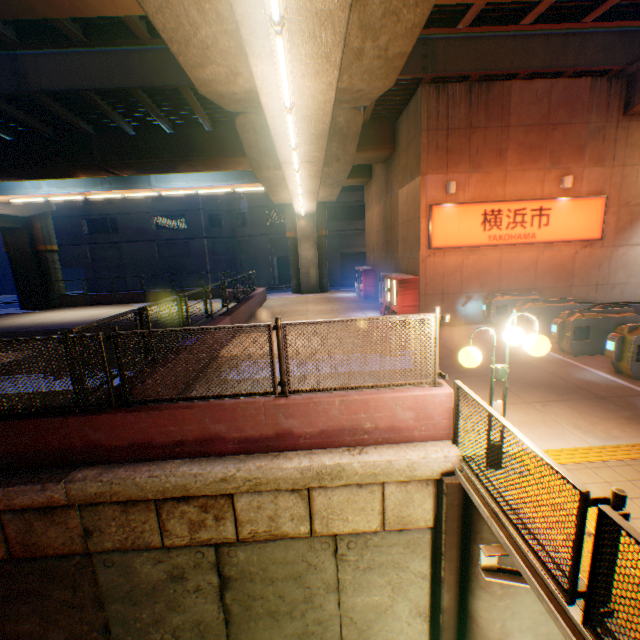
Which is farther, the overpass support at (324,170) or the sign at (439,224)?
the sign at (439,224)

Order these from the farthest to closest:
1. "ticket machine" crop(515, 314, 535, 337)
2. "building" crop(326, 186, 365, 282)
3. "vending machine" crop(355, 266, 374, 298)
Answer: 1. "building" crop(326, 186, 365, 282)
2. "vending machine" crop(355, 266, 374, 298)
3. "ticket machine" crop(515, 314, 535, 337)

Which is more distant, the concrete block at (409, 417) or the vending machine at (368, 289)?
the vending machine at (368, 289)

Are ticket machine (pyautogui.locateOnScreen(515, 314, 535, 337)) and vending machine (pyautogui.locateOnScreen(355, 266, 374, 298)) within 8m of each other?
no

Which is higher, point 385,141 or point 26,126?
point 26,126

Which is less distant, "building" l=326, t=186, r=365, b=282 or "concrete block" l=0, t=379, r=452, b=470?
"concrete block" l=0, t=379, r=452, b=470

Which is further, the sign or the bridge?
the sign

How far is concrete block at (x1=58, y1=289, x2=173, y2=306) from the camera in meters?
26.1 m
